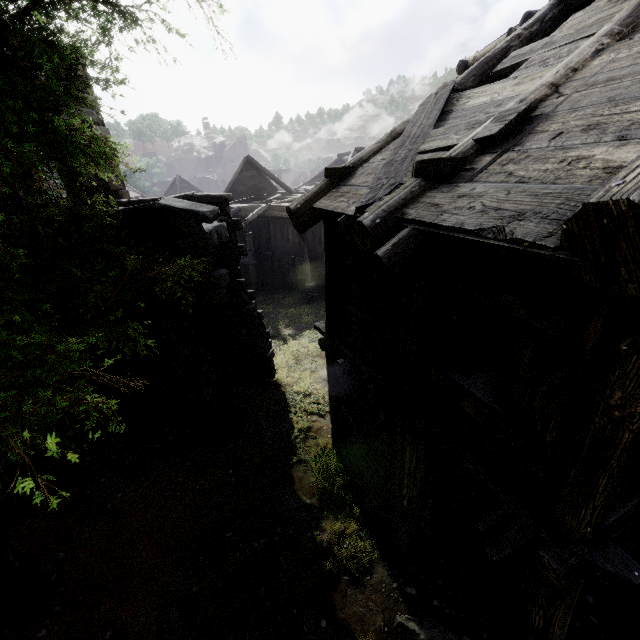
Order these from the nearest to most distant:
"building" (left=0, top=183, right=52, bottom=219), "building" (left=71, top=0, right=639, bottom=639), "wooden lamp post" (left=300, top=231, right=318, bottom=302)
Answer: "building" (left=71, top=0, right=639, bottom=639), "building" (left=0, top=183, right=52, bottom=219), "wooden lamp post" (left=300, top=231, right=318, bottom=302)

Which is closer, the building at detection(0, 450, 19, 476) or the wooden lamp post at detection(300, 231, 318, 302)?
the building at detection(0, 450, 19, 476)

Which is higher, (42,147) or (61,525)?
(42,147)

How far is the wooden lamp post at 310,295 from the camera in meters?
19.2 m

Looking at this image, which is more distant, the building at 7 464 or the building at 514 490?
the building at 7 464

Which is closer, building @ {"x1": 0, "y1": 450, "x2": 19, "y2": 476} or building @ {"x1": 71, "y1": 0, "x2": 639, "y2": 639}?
building @ {"x1": 71, "y1": 0, "x2": 639, "y2": 639}

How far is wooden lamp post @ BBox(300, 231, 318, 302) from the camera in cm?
1916
